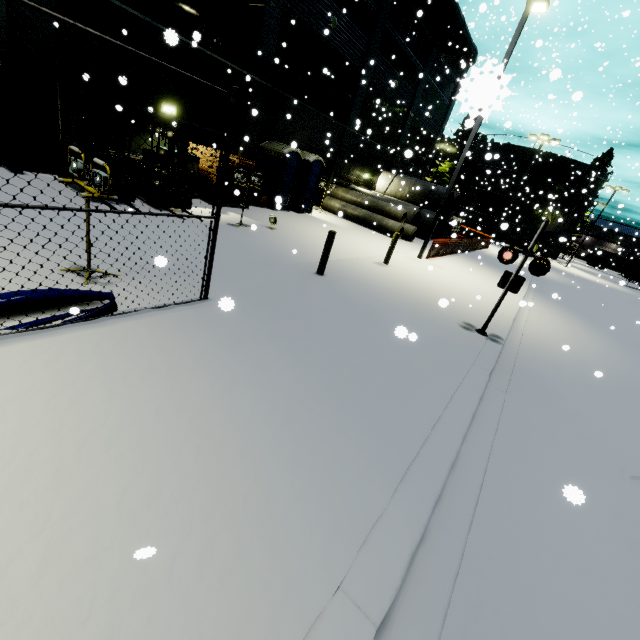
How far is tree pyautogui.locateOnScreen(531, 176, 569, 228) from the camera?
42.1 meters

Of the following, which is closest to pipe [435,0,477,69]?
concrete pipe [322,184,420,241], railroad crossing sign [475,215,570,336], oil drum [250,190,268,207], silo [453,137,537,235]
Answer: silo [453,137,537,235]

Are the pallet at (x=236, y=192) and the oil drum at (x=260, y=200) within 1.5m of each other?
yes

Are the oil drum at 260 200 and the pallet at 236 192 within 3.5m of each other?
yes

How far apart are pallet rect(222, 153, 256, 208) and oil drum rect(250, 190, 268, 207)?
0.2m

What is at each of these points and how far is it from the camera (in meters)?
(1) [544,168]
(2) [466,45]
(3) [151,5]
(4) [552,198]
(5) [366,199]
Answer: (1) silo, 42.16
(2) pipe, 24.44
(3) pipe, 13.64
(4) tree, 22.98
(5) concrete pipe, 20.33

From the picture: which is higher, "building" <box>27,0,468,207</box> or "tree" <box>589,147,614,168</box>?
"tree" <box>589,147,614,168</box>

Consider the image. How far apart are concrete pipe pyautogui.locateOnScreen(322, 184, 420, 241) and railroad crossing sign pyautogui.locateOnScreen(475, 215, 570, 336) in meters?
11.8 m
